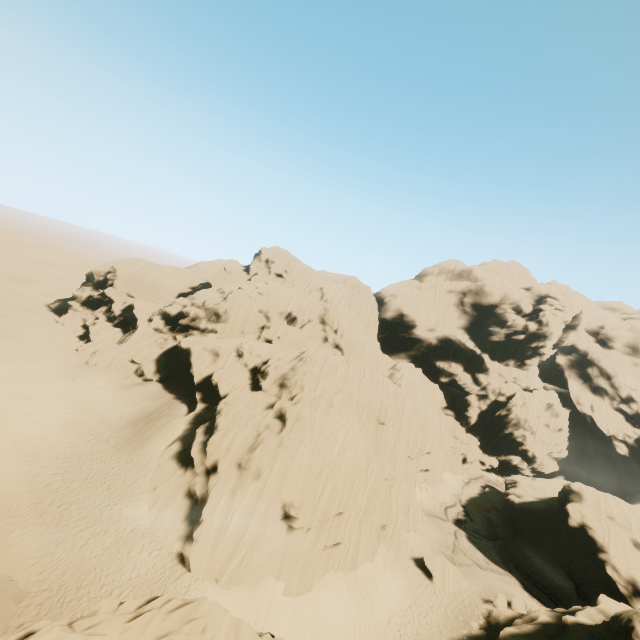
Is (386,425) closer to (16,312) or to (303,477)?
(303,477)

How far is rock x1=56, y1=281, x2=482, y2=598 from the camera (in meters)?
23.59

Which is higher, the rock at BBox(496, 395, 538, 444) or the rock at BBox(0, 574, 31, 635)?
the rock at BBox(496, 395, 538, 444)

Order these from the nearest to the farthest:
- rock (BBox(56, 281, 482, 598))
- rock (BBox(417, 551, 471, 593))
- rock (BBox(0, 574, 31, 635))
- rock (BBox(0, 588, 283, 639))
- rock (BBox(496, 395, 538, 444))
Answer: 1. rock (BBox(0, 588, 283, 639))
2. rock (BBox(0, 574, 31, 635))
3. rock (BBox(56, 281, 482, 598))
4. rock (BBox(417, 551, 471, 593))
5. rock (BBox(496, 395, 538, 444))

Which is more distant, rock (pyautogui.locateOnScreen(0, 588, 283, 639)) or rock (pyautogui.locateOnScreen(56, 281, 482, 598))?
rock (pyautogui.locateOnScreen(56, 281, 482, 598))

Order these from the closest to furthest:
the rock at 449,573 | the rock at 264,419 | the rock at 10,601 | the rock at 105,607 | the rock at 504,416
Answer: the rock at 105,607 < the rock at 10,601 < the rock at 264,419 < the rock at 449,573 < the rock at 504,416

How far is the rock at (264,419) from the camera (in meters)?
23.59
